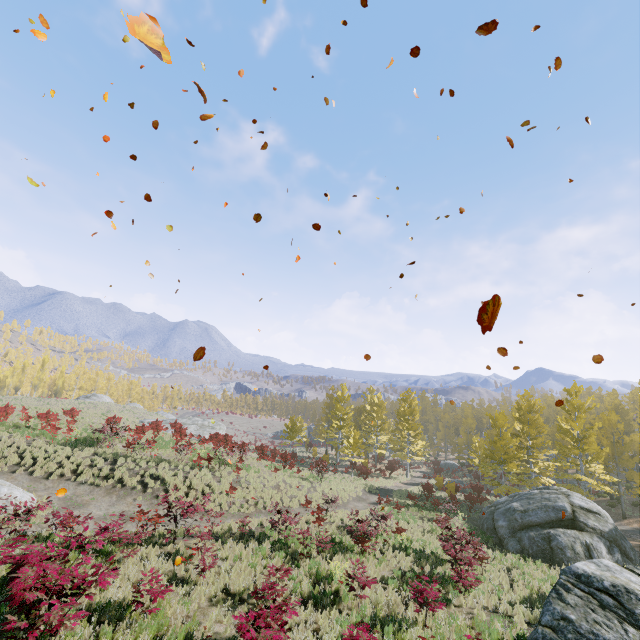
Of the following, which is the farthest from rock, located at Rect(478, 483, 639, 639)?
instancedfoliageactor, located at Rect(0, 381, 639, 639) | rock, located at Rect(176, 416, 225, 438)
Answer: rock, located at Rect(176, 416, 225, 438)

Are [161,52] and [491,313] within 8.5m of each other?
yes

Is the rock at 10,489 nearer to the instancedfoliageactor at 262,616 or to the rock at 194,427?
the instancedfoliageactor at 262,616

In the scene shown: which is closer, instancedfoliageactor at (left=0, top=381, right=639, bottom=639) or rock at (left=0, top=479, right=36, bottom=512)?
instancedfoliageactor at (left=0, top=381, right=639, bottom=639)

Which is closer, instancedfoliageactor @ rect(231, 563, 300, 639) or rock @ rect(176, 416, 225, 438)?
instancedfoliageactor @ rect(231, 563, 300, 639)

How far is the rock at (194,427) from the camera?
41.2m

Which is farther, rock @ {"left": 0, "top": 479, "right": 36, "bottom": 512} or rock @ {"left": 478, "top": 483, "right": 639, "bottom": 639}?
rock @ {"left": 0, "top": 479, "right": 36, "bottom": 512}
